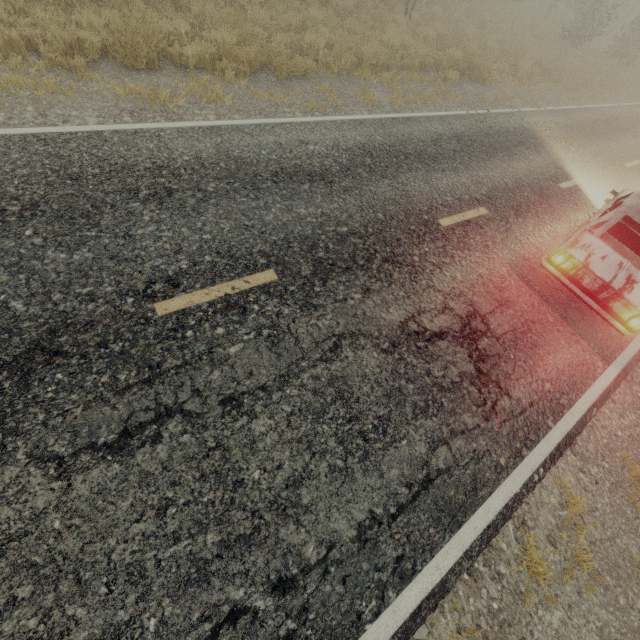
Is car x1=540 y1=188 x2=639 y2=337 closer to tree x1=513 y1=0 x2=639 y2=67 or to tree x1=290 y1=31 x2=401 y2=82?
tree x1=290 y1=31 x2=401 y2=82

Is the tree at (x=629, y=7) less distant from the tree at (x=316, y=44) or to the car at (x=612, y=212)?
the car at (x=612, y=212)

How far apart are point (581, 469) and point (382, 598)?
3.3 meters

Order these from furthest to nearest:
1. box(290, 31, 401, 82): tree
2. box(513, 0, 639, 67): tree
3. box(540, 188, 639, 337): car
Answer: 1. box(513, 0, 639, 67): tree
2. box(290, 31, 401, 82): tree
3. box(540, 188, 639, 337): car

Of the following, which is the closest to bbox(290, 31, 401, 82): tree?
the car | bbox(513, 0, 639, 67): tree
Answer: the car

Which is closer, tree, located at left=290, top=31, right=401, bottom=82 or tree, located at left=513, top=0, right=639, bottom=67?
tree, located at left=290, top=31, right=401, bottom=82

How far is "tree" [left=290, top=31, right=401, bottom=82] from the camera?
8.6m
